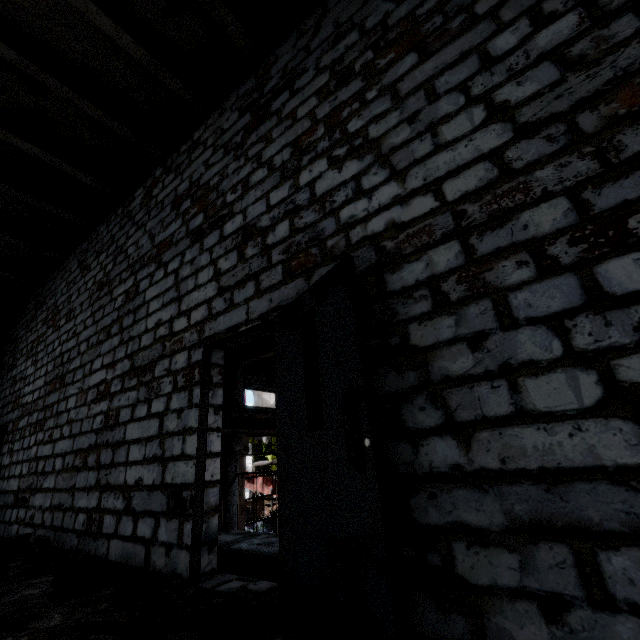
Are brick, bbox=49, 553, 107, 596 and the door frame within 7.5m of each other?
yes

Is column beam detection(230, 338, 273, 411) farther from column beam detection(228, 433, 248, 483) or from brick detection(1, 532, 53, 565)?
brick detection(1, 532, 53, 565)

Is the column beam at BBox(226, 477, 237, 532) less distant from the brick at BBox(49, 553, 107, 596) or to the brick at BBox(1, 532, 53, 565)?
the brick at BBox(1, 532, 53, 565)

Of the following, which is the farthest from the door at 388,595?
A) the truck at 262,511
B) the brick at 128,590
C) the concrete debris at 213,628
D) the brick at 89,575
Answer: the truck at 262,511

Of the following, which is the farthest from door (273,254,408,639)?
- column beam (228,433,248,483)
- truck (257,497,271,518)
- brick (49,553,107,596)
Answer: truck (257,497,271,518)

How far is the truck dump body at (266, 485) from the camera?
32.91m

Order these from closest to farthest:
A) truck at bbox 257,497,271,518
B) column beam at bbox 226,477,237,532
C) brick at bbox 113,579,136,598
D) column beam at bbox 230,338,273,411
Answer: brick at bbox 113,579,136,598
column beam at bbox 226,477,237,532
column beam at bbox 230,338,273,411
truck at bbox 257,497,271,518

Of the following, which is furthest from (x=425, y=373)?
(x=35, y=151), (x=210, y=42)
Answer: (x=35, y=151)
